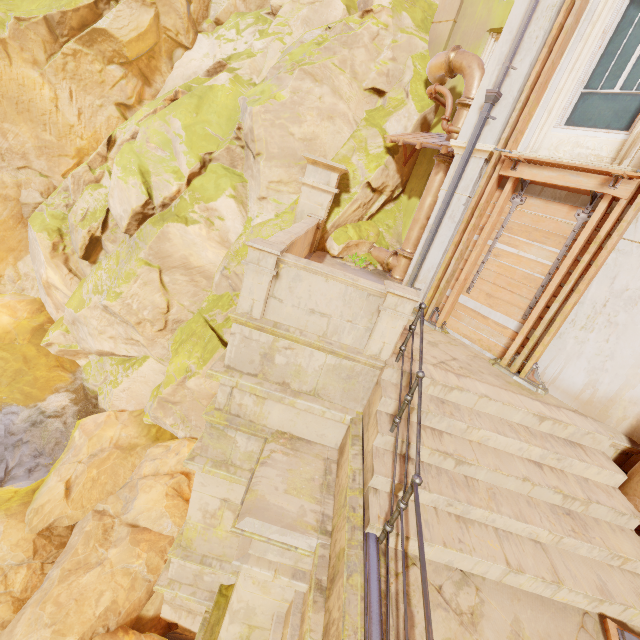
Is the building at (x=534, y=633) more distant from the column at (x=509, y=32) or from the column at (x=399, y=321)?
the column at (x=509, y=32)

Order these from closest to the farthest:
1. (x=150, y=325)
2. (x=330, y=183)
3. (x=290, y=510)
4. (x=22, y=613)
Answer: (x=290, y=510)
(x=22, y=613)
(x=330, y=183)
(x=150, y=325)

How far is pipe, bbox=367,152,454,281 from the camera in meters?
9.1 m

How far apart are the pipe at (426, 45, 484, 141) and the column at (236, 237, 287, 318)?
7.5 meters

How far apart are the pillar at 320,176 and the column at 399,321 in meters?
6.1

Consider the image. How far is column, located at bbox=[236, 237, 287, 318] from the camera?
4.50m

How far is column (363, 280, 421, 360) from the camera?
4.52m

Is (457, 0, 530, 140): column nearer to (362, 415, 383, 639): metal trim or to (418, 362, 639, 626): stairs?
(418, 362, 639, 626): stairs
